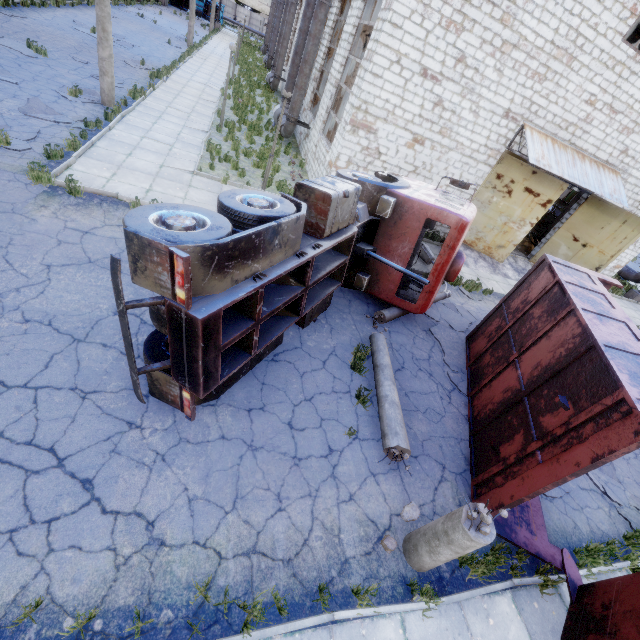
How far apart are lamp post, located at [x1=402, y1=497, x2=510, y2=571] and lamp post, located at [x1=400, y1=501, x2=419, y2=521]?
0.2m

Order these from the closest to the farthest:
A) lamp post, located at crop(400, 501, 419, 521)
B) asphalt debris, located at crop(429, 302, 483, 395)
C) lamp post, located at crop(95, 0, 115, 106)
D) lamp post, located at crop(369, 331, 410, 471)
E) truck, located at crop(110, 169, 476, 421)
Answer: truck, located at crop(110, 169, 476, 421) < lamp post, located at crop(400, 501, 419, 521) < lamp post, located at crop(369, 331, 410, 471) < asphalt debris, located at crop(429, 302, 483, 395) < lamp post, located at crop(95, 0, 115, 106)

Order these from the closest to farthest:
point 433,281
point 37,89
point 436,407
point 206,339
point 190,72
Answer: point 206,339 → point 436,407 → point 433,281 → point 37,89 → point 190,72

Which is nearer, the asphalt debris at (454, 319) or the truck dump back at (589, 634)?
the truck dump back at (589, 634)

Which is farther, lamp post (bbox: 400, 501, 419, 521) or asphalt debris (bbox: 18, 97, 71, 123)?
asphalt debris (bbox: 18, 97, 71, 123)

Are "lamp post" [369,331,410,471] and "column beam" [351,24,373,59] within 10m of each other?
no

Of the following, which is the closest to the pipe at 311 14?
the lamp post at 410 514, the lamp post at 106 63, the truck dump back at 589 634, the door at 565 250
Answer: the lamp post at 106 63

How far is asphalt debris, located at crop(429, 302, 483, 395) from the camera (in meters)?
8.20
